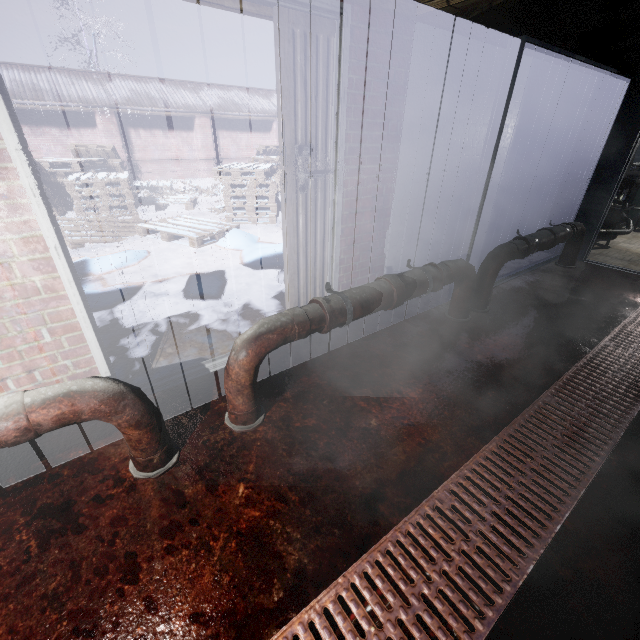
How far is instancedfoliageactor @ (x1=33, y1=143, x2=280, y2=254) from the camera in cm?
521

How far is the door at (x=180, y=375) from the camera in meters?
2.0 m

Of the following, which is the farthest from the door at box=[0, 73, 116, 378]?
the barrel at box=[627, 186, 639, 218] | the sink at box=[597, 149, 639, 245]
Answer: the barrel at box=[627, 186, 639, 218]

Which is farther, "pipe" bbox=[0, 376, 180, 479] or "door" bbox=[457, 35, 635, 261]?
"door" bbox=[457, 35, 635, 261]

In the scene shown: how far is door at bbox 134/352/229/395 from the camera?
2.0m

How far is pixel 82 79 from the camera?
10.8 meters

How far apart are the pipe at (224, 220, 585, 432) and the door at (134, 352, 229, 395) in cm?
37

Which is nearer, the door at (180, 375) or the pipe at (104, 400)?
the pipe at (104, 400)
